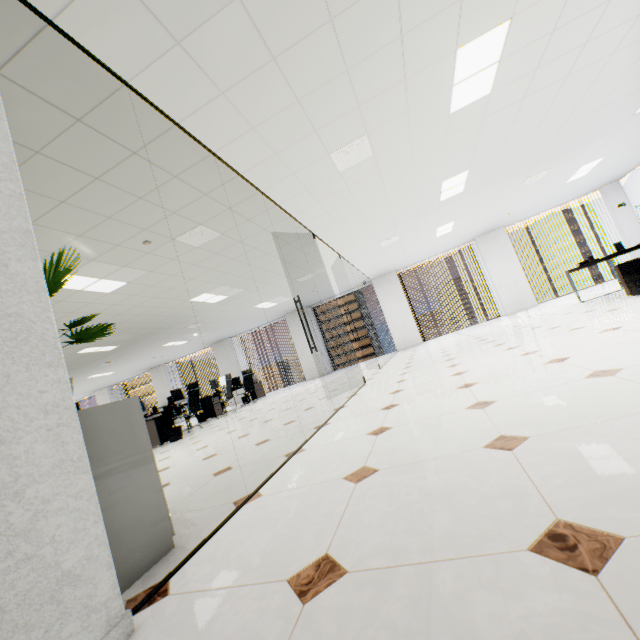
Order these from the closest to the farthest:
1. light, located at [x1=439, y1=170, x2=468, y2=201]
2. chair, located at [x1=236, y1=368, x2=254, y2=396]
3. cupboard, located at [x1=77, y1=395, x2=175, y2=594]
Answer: cupboard, located at [x1=77, y1=395, x2=175, y2=594]
light, located at [x1=439, y1=170, x2=468, y2=201]
chair, located at [x1=236, y1=368, x2=254, y2=396]

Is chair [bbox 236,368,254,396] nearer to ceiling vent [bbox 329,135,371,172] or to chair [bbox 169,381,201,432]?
chair [bbox 169,381,201,432]

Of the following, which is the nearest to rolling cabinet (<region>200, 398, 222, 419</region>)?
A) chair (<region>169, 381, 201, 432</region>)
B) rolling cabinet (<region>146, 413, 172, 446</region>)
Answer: chair (<region>169, 381, 201, 432</region>)

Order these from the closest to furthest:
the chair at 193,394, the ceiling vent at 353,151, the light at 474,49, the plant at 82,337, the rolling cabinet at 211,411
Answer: the plant at 82,337, the light at 474,49, the ceiling vent at 353,151, the chair at 193,394, the rolling cabinet at 211,411

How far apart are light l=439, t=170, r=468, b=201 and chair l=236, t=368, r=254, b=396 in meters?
7.9 m

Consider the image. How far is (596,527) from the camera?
0.86m

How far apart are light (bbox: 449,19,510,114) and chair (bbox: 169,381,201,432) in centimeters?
776cm

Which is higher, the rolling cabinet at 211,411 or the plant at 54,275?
the plant at 54,275
